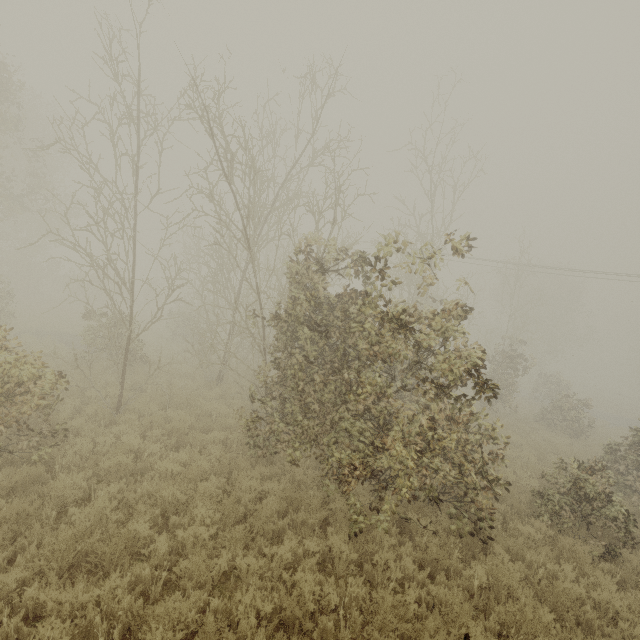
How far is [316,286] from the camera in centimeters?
701cm
